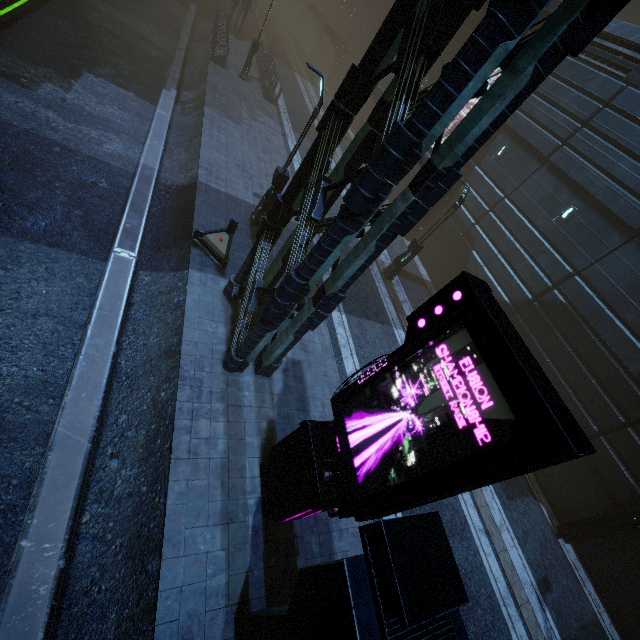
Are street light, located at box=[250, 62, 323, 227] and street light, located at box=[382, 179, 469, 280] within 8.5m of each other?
yes

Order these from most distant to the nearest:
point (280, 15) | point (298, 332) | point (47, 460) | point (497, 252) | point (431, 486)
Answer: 1. point (280, 15)
2. point (497, 252)
3. point (298, 332)
4. point (47, 460)
5. point (431, 486)

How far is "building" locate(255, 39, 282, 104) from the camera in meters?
23.5 m

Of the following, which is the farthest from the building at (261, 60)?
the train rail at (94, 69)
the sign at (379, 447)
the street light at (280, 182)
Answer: the street light at (280, 182)

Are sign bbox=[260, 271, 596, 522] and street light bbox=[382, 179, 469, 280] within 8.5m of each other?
no

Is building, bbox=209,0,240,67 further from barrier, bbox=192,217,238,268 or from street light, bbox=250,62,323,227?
street light, bbox=250,62,323,227

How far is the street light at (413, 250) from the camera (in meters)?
13.98

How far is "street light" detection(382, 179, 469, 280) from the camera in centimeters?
1398cm
